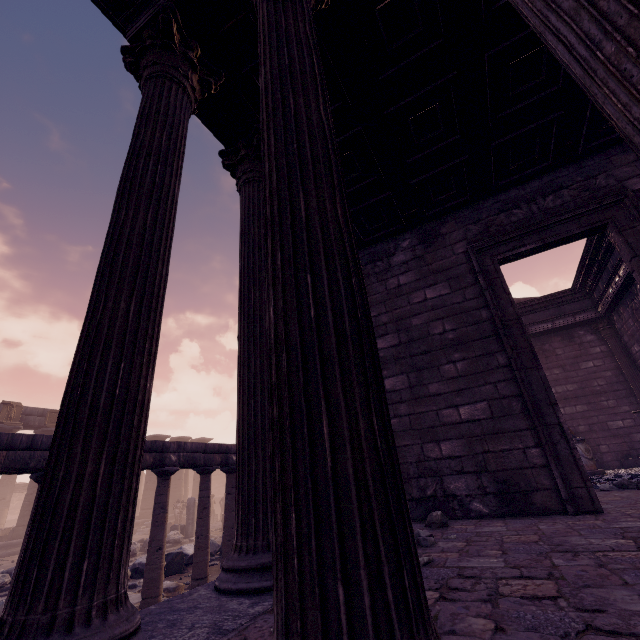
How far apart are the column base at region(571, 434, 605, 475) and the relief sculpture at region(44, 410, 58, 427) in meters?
24.0

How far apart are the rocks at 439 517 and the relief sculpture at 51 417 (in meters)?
22.24

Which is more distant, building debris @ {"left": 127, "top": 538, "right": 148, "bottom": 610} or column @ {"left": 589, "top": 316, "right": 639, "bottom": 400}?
column @ {"left": 589, "top": 316, "right": 639, "bottom": 400}

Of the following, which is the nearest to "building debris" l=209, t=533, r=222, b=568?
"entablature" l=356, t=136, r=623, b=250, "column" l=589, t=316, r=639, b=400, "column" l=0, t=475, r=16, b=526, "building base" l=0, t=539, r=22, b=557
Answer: "entablature" l=356, t=136, r=623, b=250

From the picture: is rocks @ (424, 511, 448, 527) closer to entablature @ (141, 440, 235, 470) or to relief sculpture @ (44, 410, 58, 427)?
entablature @ (141, 440, 235, 470)

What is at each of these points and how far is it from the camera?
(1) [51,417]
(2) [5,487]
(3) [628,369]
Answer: (1) relief sculpture, 18.6 meters
(2) column, 23.5 meters
(3) column, 10.9 meters

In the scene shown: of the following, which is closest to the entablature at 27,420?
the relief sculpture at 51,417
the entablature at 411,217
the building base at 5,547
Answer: the relief sculpture at 51,417

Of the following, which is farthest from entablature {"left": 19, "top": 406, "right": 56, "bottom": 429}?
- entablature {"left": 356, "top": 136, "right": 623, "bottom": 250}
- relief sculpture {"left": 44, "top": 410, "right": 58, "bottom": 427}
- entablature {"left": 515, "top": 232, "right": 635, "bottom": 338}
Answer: entablature {"left": 356, "top": 136, "right": 623, "bottom": 250}
